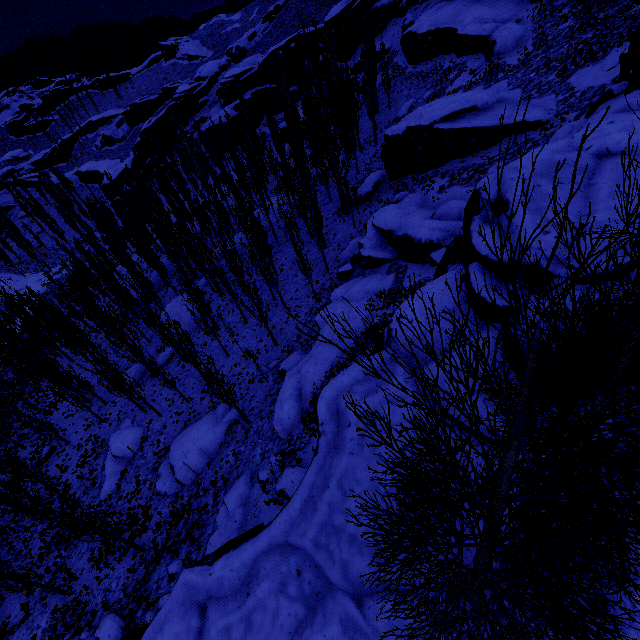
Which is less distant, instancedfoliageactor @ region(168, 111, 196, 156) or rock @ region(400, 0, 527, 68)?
rock @ region(400, 0, 527, 68)

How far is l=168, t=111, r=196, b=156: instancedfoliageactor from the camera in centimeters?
5647cm

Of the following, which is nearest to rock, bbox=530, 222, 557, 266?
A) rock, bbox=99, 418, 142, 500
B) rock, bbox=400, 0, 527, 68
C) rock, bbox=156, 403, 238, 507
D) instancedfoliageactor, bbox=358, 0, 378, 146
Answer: instancedfoliageactor, bbox=358, 0, 378, 146

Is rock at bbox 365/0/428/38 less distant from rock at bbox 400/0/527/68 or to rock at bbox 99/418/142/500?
rock at bbox 400/0/527/68

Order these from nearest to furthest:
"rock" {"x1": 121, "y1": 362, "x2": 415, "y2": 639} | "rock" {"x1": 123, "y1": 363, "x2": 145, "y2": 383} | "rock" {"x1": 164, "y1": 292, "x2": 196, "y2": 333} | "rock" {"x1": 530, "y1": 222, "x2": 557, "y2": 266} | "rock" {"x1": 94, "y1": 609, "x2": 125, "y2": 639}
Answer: "rock" {"x1": 121, "y1": 362, "x2": 415, "y2": 639} → "rock" {"x1": 530, "y1": 222, "x2": 557, "y2": 266} → "rock" {"x1": 94, "y1": 609, "x2": 125, "y2": 639} → "rock" {"x1": 123, "y1": 363, "x2": 145, "y2": 383} → "rock" {"x1": 164, "y1": 292, "x2": 196, "y2": 333}

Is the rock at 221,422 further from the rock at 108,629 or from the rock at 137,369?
the rock at 137,369

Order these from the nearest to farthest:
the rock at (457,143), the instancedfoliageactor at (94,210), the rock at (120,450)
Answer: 1. the instancedfoliageactor at (94,210)
2. the rock at (457,143)
3. the rock at (120,450)

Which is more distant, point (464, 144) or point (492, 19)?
point (492, 19)
